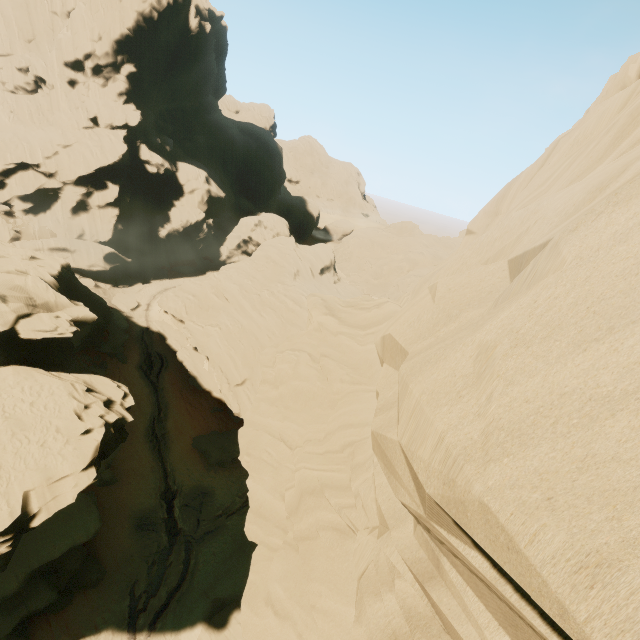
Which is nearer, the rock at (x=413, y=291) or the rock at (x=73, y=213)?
the rock at (x=413, y=291)

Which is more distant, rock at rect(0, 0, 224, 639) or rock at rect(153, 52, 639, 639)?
rock at rect(0, 0, 224, 639)

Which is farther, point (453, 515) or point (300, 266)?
point (300, 266)
